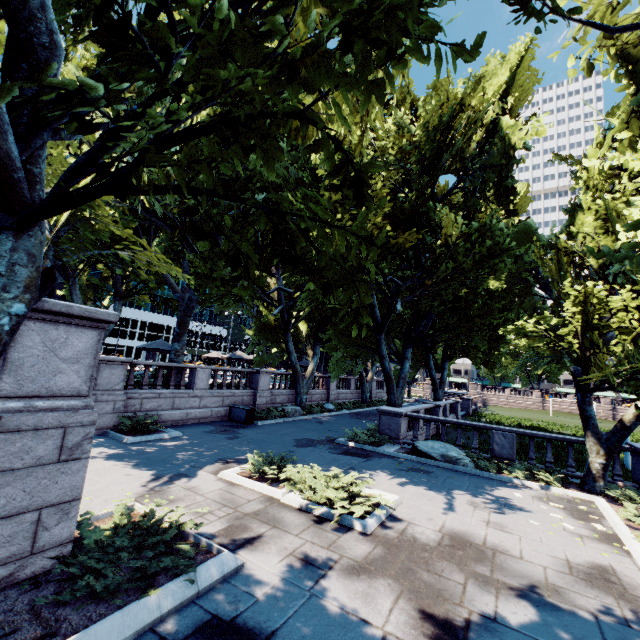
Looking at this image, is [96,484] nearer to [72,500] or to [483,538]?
[72,500]

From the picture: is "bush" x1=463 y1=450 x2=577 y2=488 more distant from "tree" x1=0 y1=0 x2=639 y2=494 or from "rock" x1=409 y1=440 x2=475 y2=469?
"tree" x1=0 y1=0 x2=639 y2=494

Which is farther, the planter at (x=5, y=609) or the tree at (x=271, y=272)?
the planter at (x=5, y=609)

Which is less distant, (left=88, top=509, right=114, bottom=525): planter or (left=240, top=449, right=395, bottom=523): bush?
(left=88, top=509, right=114, bottom=525): planter

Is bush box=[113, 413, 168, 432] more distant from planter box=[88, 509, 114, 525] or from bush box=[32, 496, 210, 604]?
bush box=[32, 496, 210, 604]

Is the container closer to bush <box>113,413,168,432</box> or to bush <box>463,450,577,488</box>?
bush <box>113,413,168,432</box>

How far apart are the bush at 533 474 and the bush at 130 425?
14.2m

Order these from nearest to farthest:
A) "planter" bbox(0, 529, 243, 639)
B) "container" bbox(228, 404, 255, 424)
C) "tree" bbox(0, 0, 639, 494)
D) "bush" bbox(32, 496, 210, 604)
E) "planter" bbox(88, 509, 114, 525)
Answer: "tree" bbox(0, 0, 639, 494)
"planter" bbox(0, 529, 243, 639)
"bush" bbox(32, 496, 210, 604)
"planter" bbox(88, 509, 114, 525)
"container" bbox(228, 404, 255, 424)
